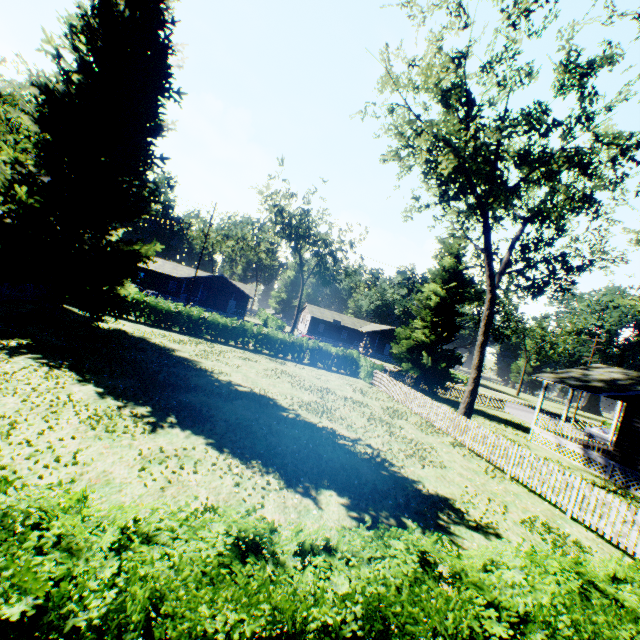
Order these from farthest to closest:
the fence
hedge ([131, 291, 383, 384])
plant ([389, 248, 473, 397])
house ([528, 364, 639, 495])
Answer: plant ([389, 248, 473, 397]) → hedge ([131, 291, 383, 384]) → house ([528, 364, 639, 495]) → the fence

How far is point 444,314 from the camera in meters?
31.0 m

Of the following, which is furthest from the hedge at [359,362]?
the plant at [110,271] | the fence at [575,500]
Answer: the fence at [575,500]

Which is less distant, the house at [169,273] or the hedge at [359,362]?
the hedge at [359,362]

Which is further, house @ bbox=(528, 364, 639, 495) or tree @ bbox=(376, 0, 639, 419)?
house @ bbox=(528, 364, 639, 495)

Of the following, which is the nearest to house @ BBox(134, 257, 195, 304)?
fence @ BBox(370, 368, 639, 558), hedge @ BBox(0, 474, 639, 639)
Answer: fence @ BBox(370, 368, 639, 558)

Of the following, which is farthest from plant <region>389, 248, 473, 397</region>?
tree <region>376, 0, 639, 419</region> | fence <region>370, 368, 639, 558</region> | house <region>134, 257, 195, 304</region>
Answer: house <region>134, 257, 195, 304</region>

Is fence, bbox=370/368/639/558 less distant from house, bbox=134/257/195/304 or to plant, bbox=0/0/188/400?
plant, bbox=0/0/188/400
